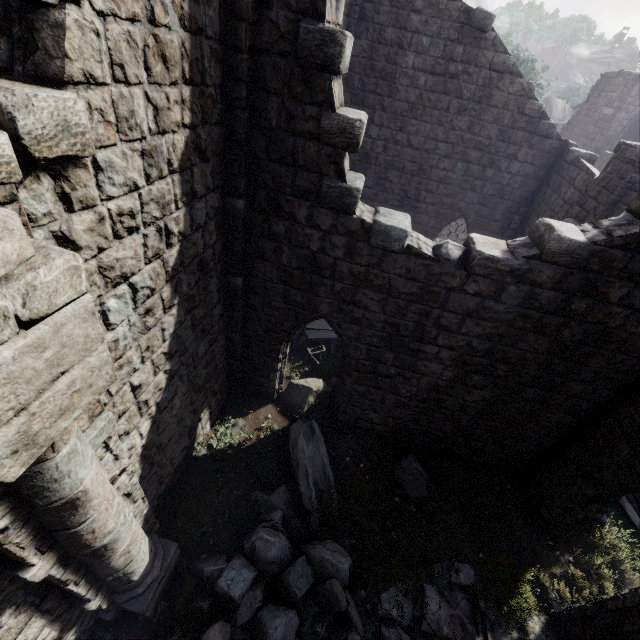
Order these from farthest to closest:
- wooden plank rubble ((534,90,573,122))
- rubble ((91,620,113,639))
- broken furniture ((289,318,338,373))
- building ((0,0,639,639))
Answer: wooden plank rubble ((534,90,573,122)), broken furniture ((289,318,338,373)), rubble ((91,620,113,639)), building ((0,0,639,639))

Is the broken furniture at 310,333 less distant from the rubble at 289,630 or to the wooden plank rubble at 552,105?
the rubble at 289,630

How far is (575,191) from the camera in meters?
10.4

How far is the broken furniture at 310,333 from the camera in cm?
1091

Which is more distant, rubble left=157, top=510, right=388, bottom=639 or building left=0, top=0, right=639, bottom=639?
rubble left=157, top=510, right=388, bottom=639

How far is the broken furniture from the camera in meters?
10.9

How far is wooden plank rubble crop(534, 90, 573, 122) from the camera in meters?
45.7 m

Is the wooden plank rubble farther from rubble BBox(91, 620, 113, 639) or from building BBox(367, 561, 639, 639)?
rubble BBox(91, 620, 113, 639)
